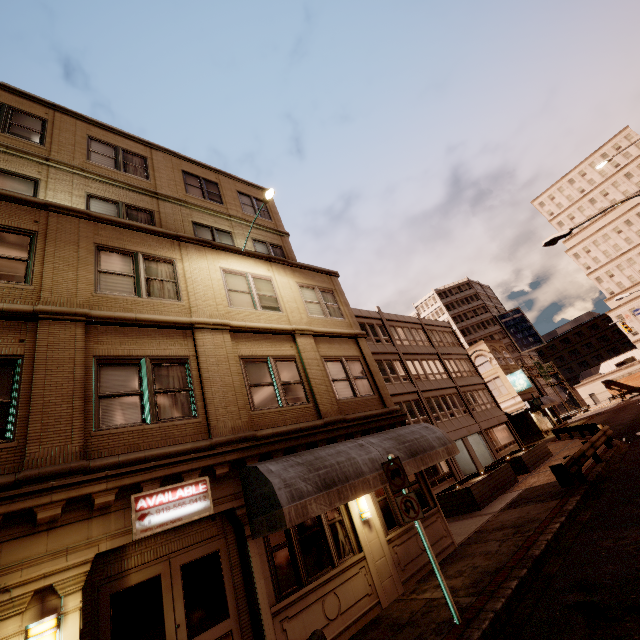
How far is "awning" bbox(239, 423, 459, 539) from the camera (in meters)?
6.62

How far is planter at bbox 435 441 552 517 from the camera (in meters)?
14.75

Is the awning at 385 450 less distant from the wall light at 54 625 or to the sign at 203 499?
the sign at 203 499

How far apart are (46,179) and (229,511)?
11.67m

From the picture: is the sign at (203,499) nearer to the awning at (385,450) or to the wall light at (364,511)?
the awning at (385,450)

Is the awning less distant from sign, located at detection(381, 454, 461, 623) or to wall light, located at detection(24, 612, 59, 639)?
sign, located at detection(381, 454, 461, 623)

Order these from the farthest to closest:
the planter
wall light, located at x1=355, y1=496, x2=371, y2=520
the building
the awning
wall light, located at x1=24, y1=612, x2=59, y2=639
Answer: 1. the planter
2. wall light, located at x1=355, y1=496, x2=371, y2=520
3. the awning
4. the building
5. wall light, located at x1=24, y1=612, x2=59, y2=639

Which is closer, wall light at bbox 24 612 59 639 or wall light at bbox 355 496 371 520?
wall light at bbox 24 612 59 639
